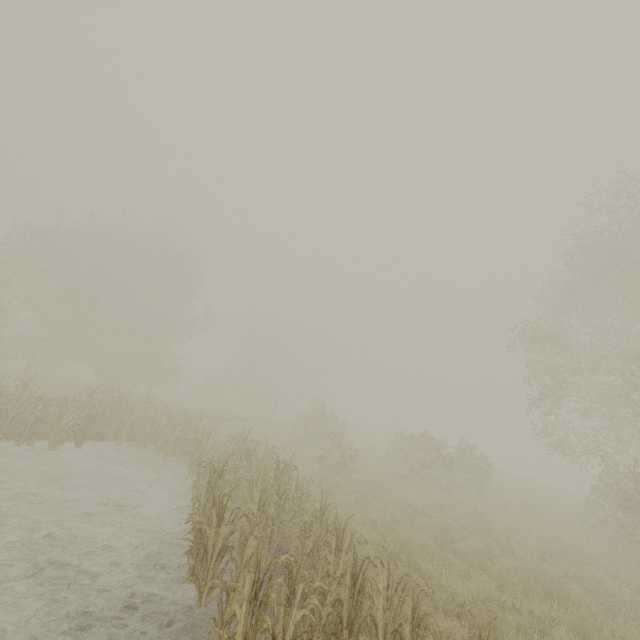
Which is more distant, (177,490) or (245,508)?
(177,490)
